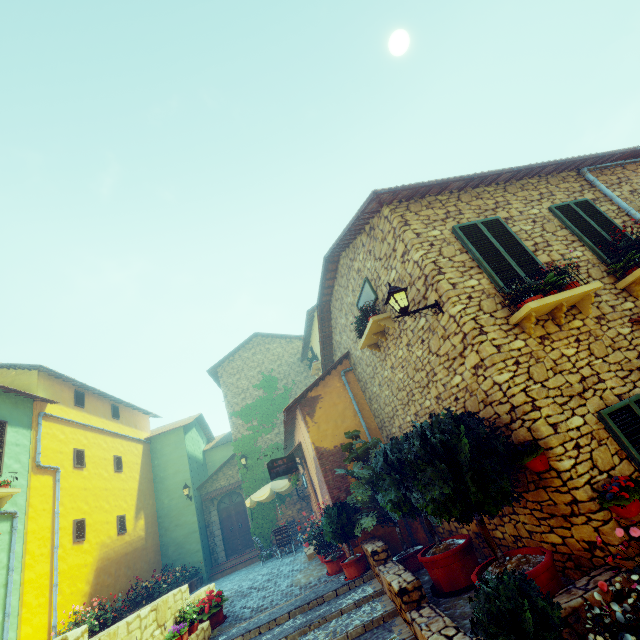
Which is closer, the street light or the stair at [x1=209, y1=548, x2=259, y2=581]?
the street light

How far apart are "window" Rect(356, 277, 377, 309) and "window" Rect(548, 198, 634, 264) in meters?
3.9 m

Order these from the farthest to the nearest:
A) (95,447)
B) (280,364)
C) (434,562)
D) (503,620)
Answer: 1. (280,364)
2. (95,447)
3. (434,562)
4. (503,620)

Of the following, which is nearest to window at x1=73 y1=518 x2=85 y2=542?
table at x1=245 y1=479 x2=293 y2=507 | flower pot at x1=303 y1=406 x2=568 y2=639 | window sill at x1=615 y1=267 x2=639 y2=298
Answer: table at x1=245 y1=479 x2=293 y2=507

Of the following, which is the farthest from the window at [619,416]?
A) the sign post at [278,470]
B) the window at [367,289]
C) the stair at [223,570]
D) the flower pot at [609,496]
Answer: the stair at [223,570]

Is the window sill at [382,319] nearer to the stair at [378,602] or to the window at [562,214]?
the window at [562,214]

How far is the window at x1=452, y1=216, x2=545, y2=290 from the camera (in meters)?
5.59

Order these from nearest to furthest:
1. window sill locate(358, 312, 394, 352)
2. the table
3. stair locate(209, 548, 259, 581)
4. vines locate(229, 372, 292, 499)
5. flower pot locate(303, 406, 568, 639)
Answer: flower pot locate(303, 406, 568, 639) < window sill locate(358, 312, 394, 352) < the table < stair locate(209, 548, 259, 581) < vines locate(229, 372, 292, 499)
